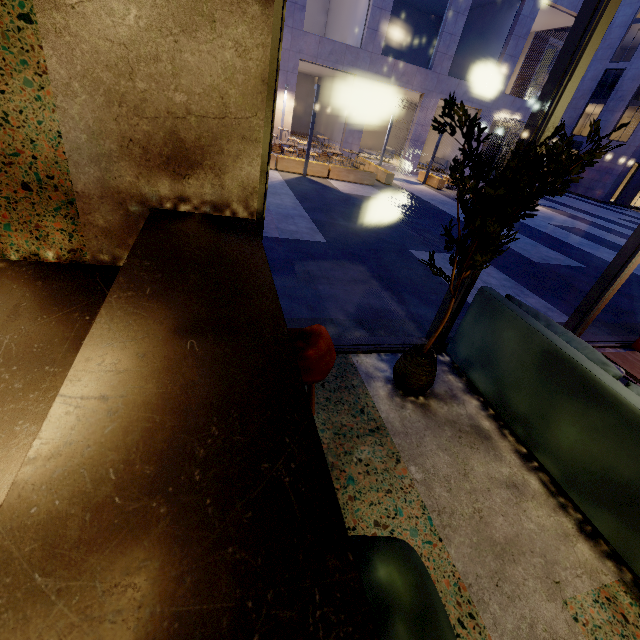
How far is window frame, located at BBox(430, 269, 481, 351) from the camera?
2.94m

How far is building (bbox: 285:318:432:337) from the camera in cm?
335

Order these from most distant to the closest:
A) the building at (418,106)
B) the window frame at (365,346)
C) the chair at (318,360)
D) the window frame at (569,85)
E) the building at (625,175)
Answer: the building at (625,175) < the building at (418,106) < the window frame at (365,346) < the window frame at (569,85) < the chair at (318,360)

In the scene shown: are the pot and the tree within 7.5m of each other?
yes

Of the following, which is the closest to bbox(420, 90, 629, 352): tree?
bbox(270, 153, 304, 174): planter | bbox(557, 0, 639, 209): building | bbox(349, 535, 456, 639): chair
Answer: bbox(349, 535, 456, 639): chair

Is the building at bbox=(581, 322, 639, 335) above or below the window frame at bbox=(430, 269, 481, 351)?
below

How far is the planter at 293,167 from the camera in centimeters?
1197cm

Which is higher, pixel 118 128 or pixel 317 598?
pixel 118 128
